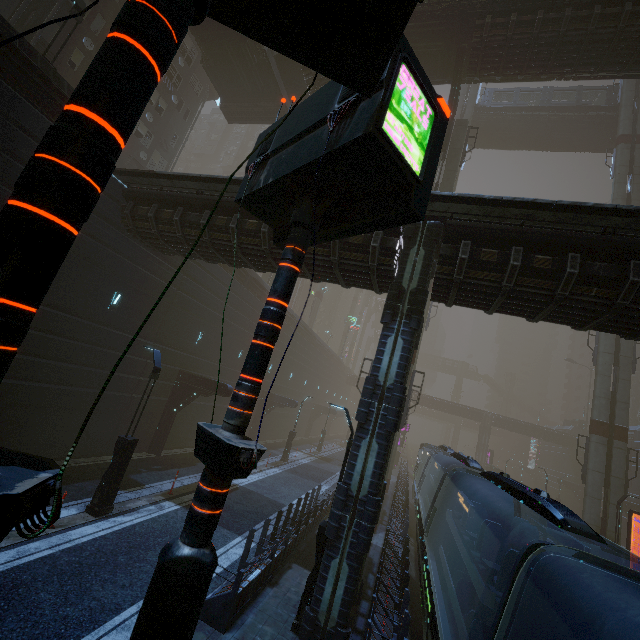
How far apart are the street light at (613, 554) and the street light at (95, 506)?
27.6m

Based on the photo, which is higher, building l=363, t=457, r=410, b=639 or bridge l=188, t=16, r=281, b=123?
bridge l=188, t=16, r=281, b=123

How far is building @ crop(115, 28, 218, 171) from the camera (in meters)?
24.38

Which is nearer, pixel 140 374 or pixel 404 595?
pixel 404 595

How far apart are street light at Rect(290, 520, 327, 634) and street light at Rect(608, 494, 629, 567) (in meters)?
22.14

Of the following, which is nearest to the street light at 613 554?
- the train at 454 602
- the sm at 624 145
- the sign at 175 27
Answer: the sm at 624 145

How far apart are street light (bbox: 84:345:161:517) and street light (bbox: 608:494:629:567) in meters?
27.6 m

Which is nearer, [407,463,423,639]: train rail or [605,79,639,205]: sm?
[407,463,423,639]: train rail
